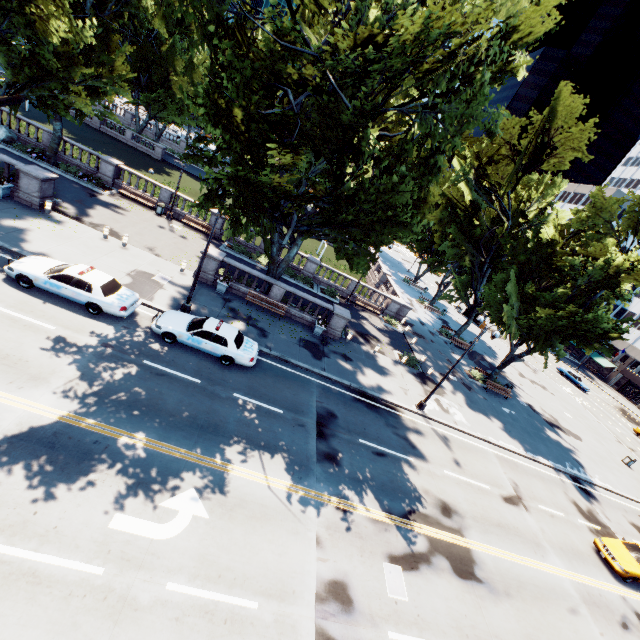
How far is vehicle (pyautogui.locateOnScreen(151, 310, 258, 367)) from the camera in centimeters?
1557cm

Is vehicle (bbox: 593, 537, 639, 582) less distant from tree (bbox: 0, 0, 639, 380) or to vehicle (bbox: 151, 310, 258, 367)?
tree (bbox: 0, 0, 639, 380)

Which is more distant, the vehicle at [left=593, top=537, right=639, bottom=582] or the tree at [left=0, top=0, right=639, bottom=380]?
the vehicle at [left=593, top=537, right=639, bottom=582]

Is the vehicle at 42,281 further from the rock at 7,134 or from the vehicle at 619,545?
the vehicle at 619,545

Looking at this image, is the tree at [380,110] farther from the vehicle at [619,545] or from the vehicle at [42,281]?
the vehicle at [619,545]

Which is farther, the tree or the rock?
the rock

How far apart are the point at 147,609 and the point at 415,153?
25.0m

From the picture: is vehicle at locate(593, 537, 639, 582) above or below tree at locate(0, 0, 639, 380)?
below
